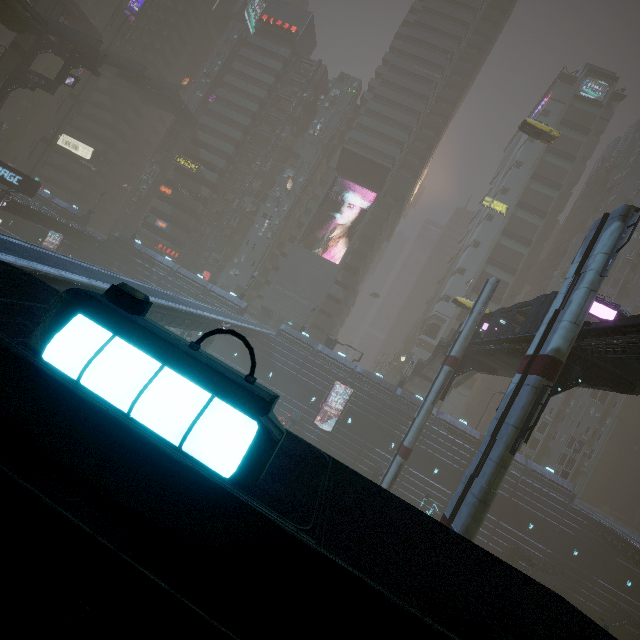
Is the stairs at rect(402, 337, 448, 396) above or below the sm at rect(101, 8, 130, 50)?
below

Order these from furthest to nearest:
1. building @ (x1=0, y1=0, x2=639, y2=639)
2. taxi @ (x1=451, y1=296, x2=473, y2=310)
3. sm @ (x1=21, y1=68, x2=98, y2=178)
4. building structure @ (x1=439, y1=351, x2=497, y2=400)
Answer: sm @ (x1=21, y1=68, x2=98, y2=178) < taxi @ (x1=451, y1=296, x2=473, y2=310) < building structure @ (x1=439, y1=351, x2=497, y2=400) < building @ (x1=0, y1=0, x2=639, y2=639)

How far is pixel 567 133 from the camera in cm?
5981

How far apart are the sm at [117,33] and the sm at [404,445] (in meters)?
Answer: 71.83

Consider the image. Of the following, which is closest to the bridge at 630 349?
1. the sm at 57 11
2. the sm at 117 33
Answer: the sm at 57 11

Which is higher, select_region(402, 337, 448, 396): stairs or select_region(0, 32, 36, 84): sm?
select_region(0, 32, 36, 84): sm

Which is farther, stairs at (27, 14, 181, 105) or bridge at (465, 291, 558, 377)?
stairs at (27, 14, 181, 105)

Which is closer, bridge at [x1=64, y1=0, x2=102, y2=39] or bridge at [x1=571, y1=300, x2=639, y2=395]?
bridge at [x1=571, y1=300, x2=639, y2=395]
